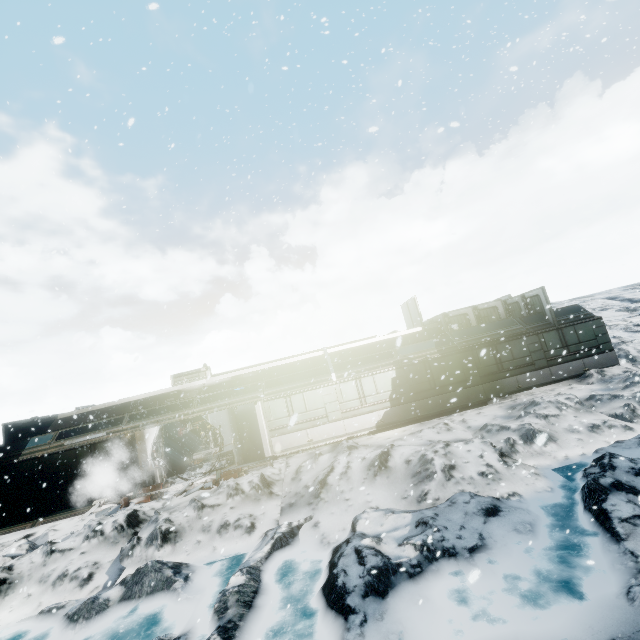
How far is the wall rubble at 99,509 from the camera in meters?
13.5 m

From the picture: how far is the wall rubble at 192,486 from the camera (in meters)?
13.45

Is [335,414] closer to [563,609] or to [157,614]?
[157,614]

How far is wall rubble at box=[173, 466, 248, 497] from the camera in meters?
13.5

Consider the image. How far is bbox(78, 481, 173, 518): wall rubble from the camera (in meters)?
13.52
